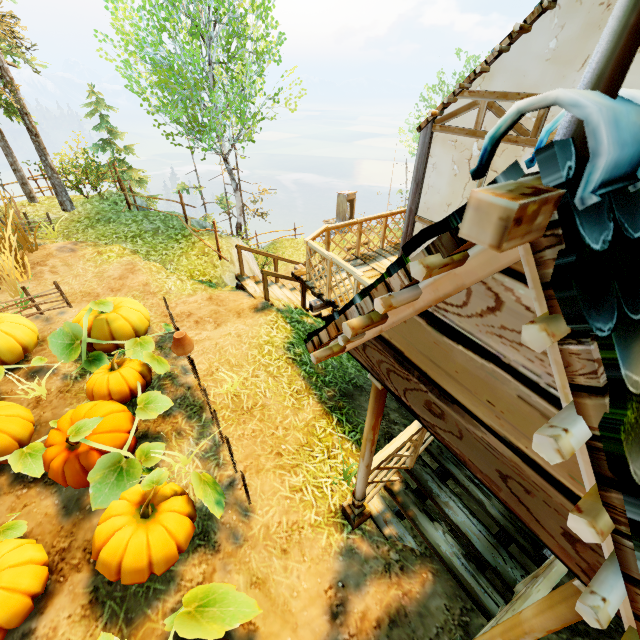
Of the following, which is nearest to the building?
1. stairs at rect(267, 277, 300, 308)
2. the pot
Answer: stairs at rect(267, 277, 300, 308)

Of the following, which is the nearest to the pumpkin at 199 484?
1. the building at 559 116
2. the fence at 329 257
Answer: the fence at 329 257

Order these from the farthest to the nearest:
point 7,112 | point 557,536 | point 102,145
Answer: point 102,145 < point 7,112 < point 557,536

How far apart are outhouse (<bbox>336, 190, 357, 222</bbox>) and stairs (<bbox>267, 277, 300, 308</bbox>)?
19.44m

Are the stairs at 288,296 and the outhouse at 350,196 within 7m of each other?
no

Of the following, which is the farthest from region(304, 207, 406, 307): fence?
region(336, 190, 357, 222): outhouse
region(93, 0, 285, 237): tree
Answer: region(336, 190, 357, 222): outhouse

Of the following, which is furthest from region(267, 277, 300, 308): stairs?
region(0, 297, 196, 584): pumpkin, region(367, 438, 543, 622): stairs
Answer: region(367, 438, 543, 622): stairs

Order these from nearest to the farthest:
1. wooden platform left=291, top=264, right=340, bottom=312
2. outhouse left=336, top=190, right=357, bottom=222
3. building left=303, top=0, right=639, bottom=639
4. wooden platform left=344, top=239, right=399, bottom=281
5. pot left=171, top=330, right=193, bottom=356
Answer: building left=303, top=0, right=639, bottom=639 < pot left=171, top=330, right=193, bottom=356 < wooden platform left=291, top=264, right=340, bottom=312 < wooden platform left=344, top=239, right=399, bottom=281 < outhouse left=336, top=190, right=357, bottom=222
